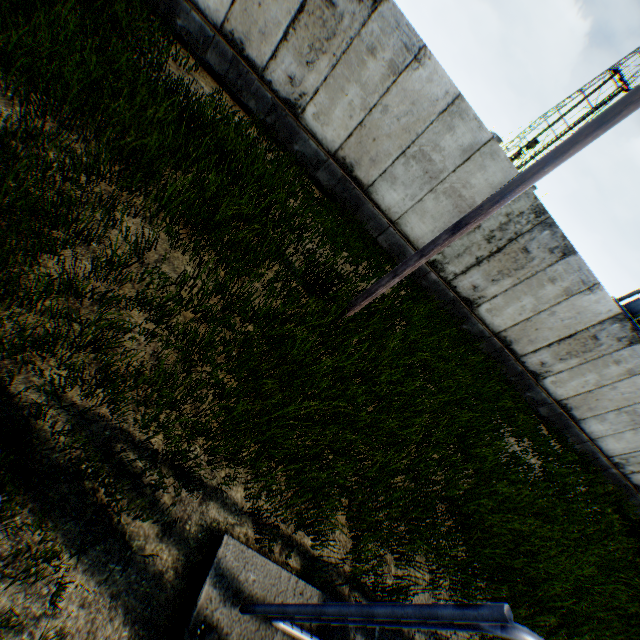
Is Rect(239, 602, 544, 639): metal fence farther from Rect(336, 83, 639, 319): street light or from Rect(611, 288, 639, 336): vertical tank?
Rect(611, 288, 639, 336): vertical tank

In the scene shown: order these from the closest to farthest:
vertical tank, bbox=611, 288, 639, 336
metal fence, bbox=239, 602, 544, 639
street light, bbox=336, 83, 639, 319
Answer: metal fence, bbox=239, 602, 544, 639 < street light, bbox=336, 83, 639, 319 < vertical tank, bbox=611, 288, 639, 336

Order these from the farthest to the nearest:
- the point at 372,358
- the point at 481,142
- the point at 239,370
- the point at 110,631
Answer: the point at 481,142, the point at 372,358, the point at 239,370, the point at 110,631

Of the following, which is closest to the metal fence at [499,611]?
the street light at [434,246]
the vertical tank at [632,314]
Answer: the street light at [434,246]

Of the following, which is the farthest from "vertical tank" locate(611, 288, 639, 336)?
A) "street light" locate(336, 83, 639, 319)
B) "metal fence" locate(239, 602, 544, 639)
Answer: "metal fence" locate(239, 602, 544, 639)
